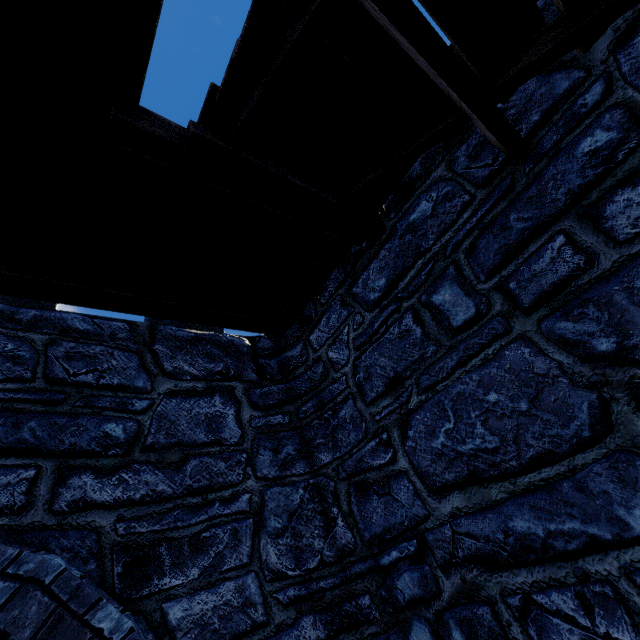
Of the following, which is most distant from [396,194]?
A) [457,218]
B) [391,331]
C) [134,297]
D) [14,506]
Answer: [14,506]
